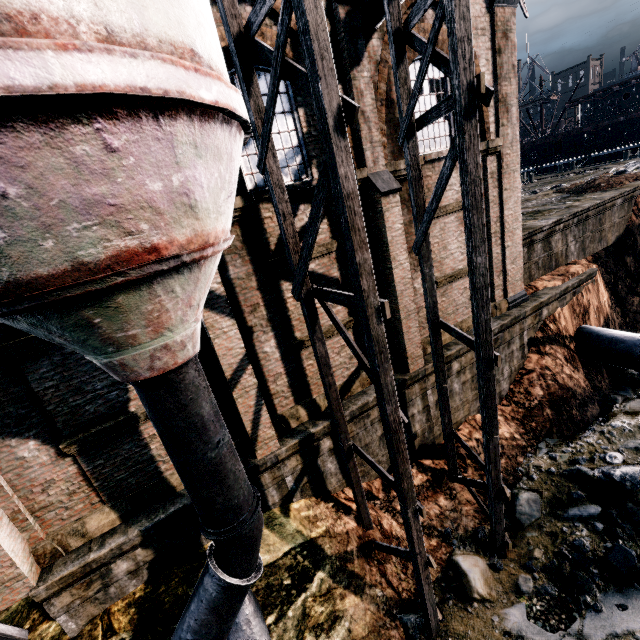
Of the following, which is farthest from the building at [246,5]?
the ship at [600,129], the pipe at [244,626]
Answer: the ship at [600,129]

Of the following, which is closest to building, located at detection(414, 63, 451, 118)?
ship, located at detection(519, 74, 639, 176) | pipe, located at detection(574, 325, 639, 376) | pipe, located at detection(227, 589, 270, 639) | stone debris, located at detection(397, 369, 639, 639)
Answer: pipe, located at detection(227, 589, 270, 639)

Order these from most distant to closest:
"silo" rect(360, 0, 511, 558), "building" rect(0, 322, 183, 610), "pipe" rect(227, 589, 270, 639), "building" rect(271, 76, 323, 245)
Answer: "building" rect(271, 76, 323, 245) → "pipe" rect(227, 589, 270, 639) → "building" rect(0, 322, 183, 610) → "silo" rect(360, 0, 511, 558)

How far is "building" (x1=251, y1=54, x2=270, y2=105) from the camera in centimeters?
791cm

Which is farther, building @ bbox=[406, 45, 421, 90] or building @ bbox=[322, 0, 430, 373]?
building @ bbox=[406, 45, 421, 90]

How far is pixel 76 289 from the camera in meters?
3.3

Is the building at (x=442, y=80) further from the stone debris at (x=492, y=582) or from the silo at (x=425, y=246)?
the stone debris at (x=492, y=582)
